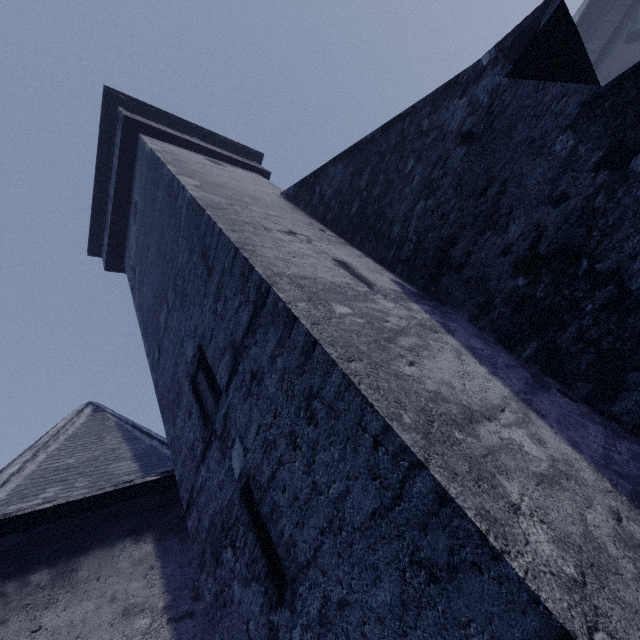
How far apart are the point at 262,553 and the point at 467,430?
1.9 meters
